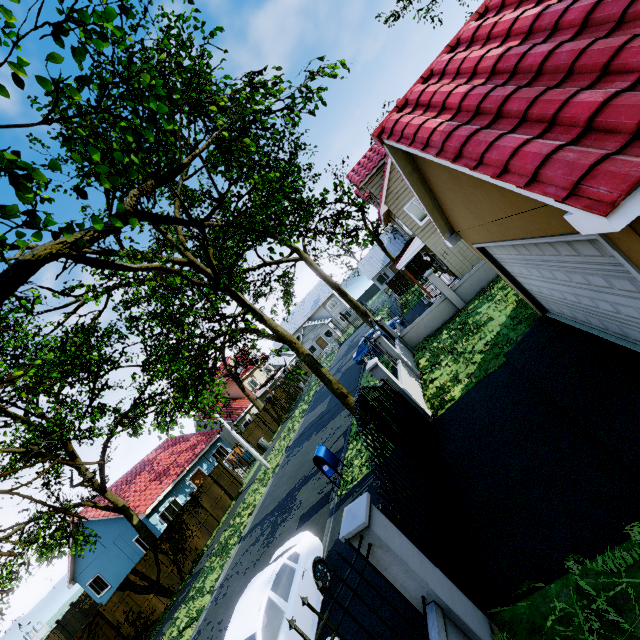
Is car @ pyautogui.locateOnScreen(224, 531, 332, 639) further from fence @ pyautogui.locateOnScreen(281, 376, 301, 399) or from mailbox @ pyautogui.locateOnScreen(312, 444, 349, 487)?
fence @ pyautogui.locateOnScreen(281, 376, 301, 399)

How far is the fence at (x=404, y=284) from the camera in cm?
1579

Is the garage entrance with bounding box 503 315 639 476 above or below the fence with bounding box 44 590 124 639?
below

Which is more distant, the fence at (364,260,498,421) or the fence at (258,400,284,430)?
the fence at (258,400,284,430)

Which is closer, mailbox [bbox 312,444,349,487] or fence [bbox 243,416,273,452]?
mailbox [bbox 312,444,349,487]

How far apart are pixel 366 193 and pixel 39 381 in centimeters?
2157cm

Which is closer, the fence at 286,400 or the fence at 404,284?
the fence at 404,284

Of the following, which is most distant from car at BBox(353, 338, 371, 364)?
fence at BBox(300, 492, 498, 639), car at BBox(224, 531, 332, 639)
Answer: fence at BBox(300, 492, 498, 639)
